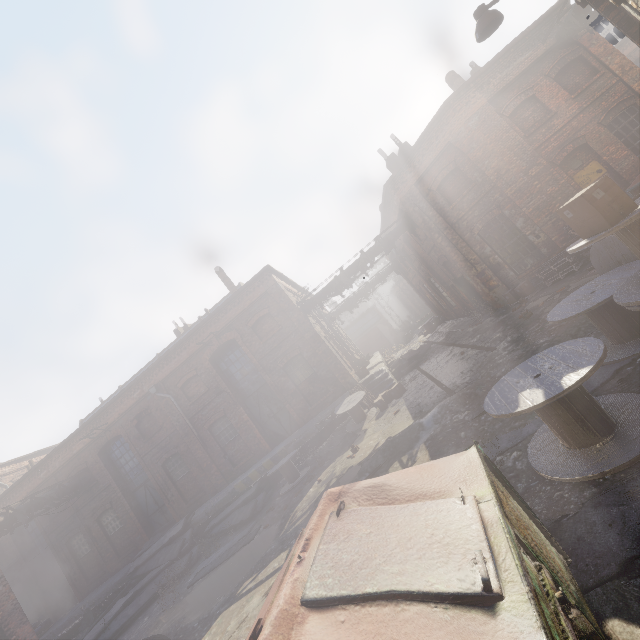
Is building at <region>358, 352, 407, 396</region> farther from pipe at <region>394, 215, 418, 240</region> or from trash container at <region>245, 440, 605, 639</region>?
trash container at <region>245, 440, 605, 639</region>

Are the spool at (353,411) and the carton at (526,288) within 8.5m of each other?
yes

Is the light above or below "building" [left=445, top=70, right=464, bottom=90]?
below

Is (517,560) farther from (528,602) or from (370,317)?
(370,317)

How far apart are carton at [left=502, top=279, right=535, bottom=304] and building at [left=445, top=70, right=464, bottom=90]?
9.81m

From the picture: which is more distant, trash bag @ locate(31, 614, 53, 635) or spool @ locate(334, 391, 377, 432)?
trash bag @ locate(31, 614, 53, 635)

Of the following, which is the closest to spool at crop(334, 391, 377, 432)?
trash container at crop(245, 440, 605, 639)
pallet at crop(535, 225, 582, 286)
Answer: pallet at crop(535, 225, 582, 286)

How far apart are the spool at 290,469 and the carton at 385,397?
3.8m
